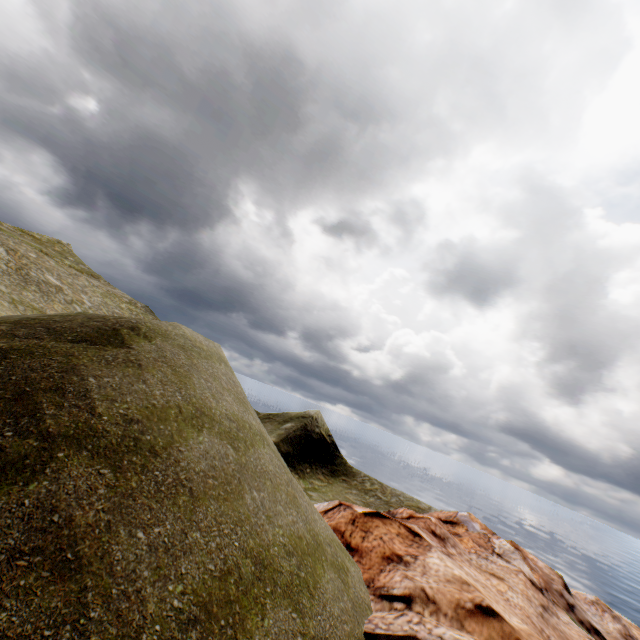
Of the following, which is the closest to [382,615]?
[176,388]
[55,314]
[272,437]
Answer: [176,388]
